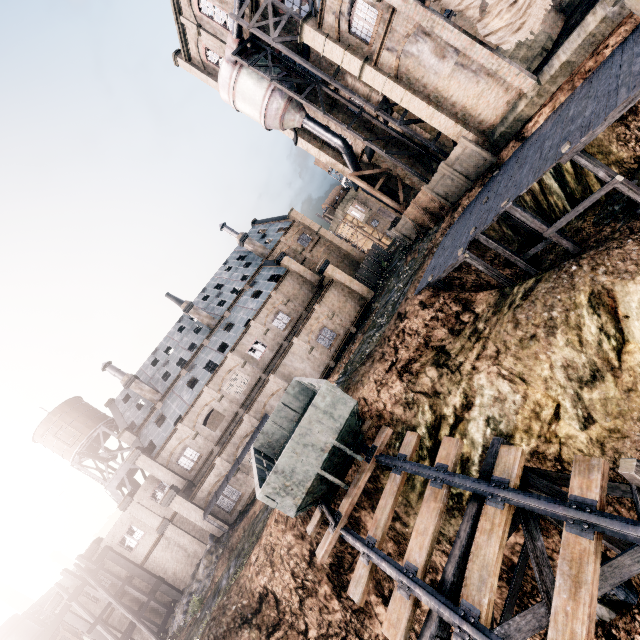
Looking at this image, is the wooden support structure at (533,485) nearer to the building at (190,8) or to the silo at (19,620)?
the building at (190,8)

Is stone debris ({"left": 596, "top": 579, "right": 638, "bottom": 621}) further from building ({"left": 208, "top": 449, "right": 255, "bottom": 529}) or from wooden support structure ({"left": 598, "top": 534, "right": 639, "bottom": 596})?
building ({"left": 208, "top": 449, "right": 255, "bottom": 529})

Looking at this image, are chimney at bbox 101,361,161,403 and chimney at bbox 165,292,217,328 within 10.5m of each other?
yes

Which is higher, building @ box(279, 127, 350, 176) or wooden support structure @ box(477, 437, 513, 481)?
building @ box(279, 127, 350, 176)

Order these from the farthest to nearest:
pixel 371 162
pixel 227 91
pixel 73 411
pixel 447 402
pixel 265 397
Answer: pixel 73 411 → pixel 371 162 → pixel 265 397 → pixel 227 91 → pixel 447 402

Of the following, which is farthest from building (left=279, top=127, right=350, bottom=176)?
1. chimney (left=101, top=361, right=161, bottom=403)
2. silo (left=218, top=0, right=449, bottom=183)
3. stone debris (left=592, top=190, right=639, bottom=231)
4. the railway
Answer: chimney (left=101, top=361, right=161, bottom=403)

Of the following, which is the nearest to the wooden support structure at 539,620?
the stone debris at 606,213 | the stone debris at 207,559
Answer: the stone debris at 606,213

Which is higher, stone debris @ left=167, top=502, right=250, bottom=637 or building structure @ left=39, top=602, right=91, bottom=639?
building structure @ left=39, top=602, right=91, bottom=639
